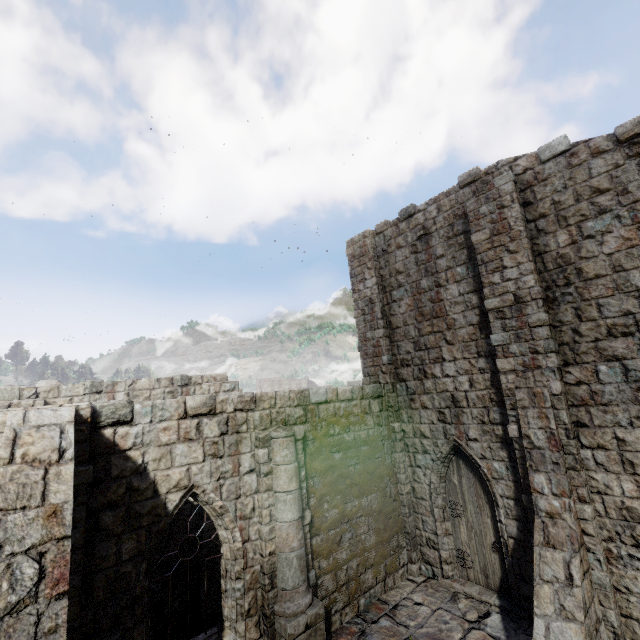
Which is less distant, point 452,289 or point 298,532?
point 298,532
